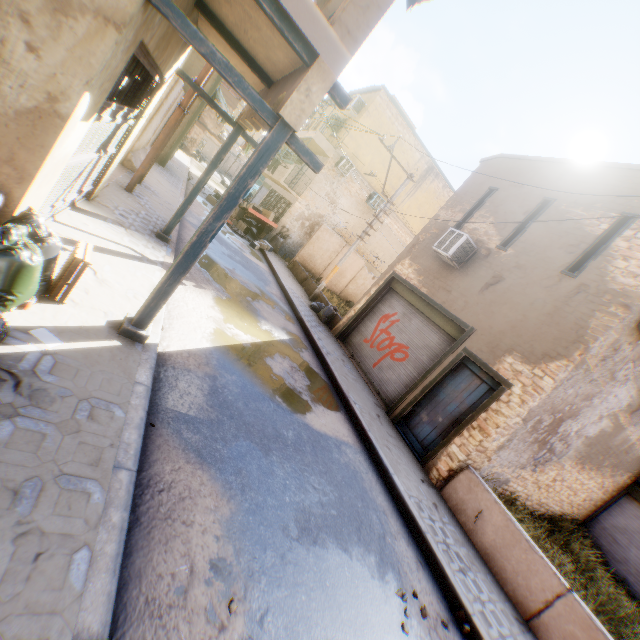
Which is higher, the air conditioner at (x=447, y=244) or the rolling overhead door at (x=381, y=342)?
the air conditioner at (x=447, y=244)

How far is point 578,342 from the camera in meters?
6.7 m

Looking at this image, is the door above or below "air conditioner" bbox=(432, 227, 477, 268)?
below

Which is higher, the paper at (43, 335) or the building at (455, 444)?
the building at (455, 444)

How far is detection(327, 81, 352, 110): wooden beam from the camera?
3.5m

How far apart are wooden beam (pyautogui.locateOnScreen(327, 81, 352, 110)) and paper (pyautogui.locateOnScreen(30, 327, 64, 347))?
3.87m

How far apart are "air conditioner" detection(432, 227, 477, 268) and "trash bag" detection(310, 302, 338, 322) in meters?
2.2

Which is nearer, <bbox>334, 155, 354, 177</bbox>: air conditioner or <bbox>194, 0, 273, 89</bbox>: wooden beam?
<bbox>194, 0, 273, 89</bbox>: wooden beam
